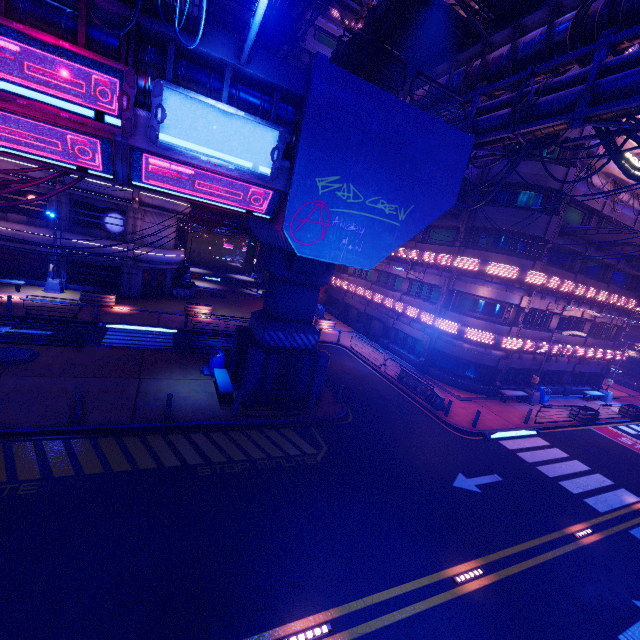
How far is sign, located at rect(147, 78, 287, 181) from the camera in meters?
8.7 m

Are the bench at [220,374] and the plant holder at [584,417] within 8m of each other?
no

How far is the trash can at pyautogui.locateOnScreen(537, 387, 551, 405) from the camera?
24.7m

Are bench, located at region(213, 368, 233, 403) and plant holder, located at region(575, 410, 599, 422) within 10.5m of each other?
no

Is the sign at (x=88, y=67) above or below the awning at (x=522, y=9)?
below

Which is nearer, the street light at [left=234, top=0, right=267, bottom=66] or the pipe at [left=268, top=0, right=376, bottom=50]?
the street light at [left=234, top=0, right=267, bottom=66]

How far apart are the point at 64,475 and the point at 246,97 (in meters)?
12.59

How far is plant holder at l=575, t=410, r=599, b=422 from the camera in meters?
22.6
